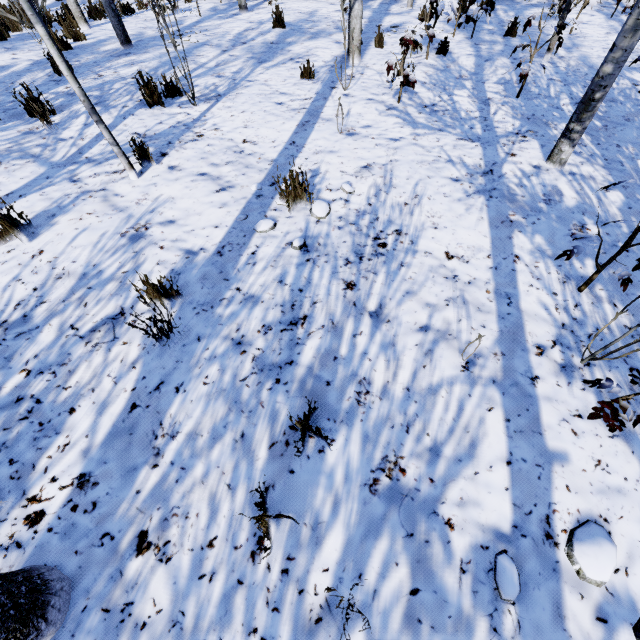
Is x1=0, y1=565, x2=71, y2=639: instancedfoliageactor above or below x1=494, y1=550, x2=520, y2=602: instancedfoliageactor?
above

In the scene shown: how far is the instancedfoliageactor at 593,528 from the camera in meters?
1.6

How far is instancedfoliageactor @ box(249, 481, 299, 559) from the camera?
1.49m

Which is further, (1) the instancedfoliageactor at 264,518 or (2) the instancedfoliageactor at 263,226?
(2) the instancedfoliageactor at 263,226

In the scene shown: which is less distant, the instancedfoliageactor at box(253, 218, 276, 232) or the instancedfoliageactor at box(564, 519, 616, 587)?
the instancedfoliageactor at box(564, 519, 616, 587)

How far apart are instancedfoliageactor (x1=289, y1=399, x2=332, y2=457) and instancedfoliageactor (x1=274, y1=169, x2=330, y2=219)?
1.9 meters

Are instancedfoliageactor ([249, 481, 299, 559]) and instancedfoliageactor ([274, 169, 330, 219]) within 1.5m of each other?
no

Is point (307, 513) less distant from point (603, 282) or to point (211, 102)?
point (603, 282)
